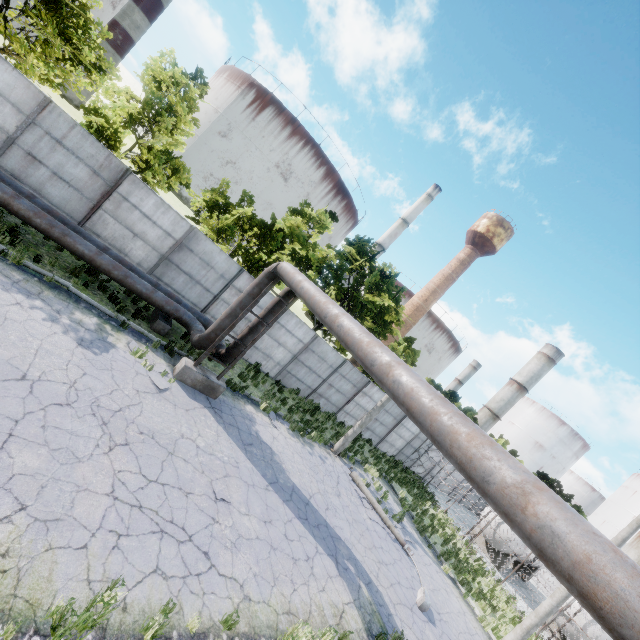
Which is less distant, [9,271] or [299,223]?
[9,271]

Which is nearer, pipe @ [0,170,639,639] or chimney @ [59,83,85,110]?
pipe @ [0,170,639,639]

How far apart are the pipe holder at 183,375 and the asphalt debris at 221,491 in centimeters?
351cm

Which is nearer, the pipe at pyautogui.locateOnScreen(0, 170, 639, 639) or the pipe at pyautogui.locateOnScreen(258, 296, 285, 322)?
the pipe at pyautogui.locateOnScreen(0, 170, 639, 639)

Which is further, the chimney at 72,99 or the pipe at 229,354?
the chimney at 72,99

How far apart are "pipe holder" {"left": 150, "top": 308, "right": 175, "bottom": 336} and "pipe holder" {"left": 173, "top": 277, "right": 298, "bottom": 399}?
1.9 meters

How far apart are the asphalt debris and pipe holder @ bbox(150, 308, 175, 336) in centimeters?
630cm

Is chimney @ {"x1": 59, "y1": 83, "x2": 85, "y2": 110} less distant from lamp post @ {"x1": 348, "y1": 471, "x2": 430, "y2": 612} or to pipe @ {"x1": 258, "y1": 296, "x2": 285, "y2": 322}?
pipe @ {"x1": 258, "y1": 296, "x2": 285, "y2": 322}
